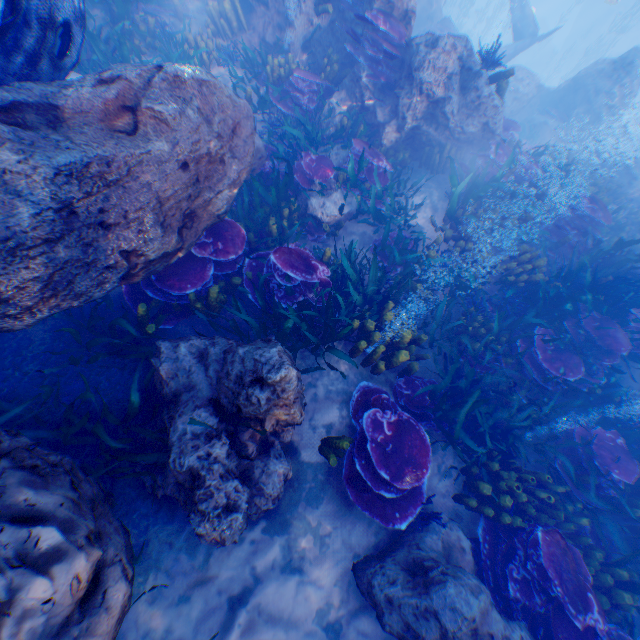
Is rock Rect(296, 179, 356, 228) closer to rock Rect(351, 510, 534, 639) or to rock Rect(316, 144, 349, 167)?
rock Rect(316, 144, 349, 167)

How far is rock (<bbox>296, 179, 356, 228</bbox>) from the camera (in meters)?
6.56

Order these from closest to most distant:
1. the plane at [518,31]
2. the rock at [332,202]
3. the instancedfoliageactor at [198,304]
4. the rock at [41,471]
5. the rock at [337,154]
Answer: the rock at [41,471]
the instancedfoliageactor at [198,304]
the rock at [332,202]
the rock at [337,154]
the plane at [518,31]

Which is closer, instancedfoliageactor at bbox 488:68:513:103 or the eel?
the eel

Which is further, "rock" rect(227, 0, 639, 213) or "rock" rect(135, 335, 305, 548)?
"rock" rect(227, 0, 639, 213)

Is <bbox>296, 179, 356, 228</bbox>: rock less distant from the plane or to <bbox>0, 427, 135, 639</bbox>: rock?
<bbox>0, 427, 135, 639</bbox>: rock

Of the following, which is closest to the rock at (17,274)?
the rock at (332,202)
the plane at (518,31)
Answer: the plane at (518,31)

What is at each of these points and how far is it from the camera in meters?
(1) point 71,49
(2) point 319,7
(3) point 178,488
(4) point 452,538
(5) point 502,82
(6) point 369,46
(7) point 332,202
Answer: (1) eel, 4.1 m
(2) instancedfoliageactor, 7.5 m
(3) rock, 3.4 m
(4) rock, 4.6 m
(5) instancedfoliageactor, 7.0 m
(6) instancedfoliageactor, 7.0 m
(7) rock, 6.6 m
